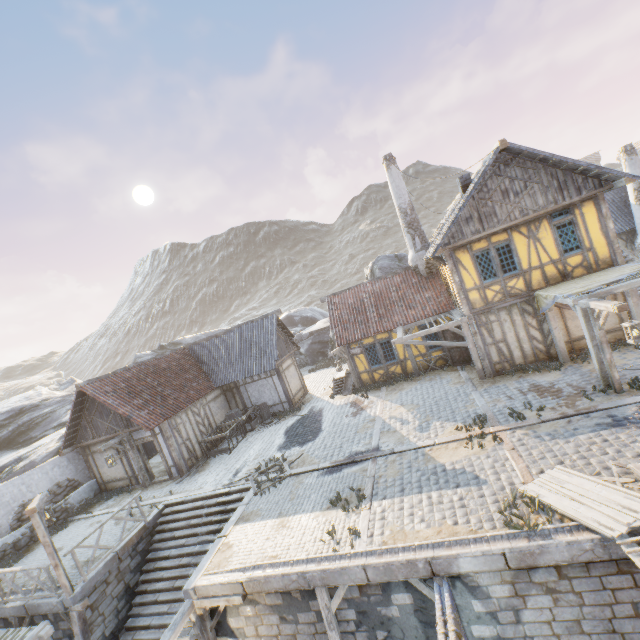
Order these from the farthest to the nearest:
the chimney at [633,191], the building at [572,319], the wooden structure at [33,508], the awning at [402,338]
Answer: the chimney at [633,191] < the awning at [402,338] < the building at [572,319] < the wooden structure at [33,508]

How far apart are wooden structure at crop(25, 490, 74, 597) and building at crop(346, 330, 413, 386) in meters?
13.7

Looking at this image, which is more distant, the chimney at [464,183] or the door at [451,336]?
the door at [451,336]

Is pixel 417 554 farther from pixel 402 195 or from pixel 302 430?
pixel 402 195

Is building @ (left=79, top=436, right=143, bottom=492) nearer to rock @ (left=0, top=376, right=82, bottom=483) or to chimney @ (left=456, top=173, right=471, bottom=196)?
rock @ (left=0, top=376, right=82, bottom=483)

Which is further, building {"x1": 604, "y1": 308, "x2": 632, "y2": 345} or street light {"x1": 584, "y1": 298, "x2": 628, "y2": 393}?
building {"x1": 604, "y1": 308, "x2": 632, "y2": 345}

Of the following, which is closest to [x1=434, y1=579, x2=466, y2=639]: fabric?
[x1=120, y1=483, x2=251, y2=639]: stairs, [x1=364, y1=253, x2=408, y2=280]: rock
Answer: [x1=120, y1=483, x2=251, y2=639]: stairs

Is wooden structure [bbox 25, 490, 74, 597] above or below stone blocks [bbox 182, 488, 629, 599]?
above
